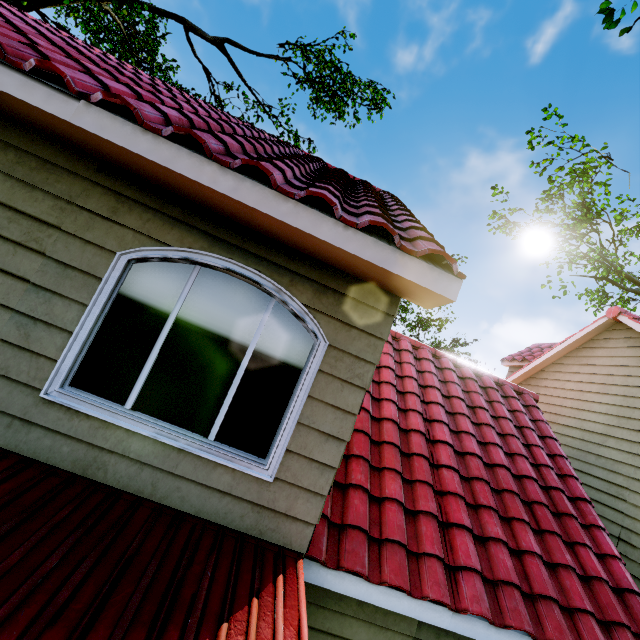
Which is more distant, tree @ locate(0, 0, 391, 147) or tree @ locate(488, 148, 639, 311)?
tree @ locate(488, 148, 639, 311)

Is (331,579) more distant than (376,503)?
No

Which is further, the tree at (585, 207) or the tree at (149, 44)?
the tree at (585, 207)
